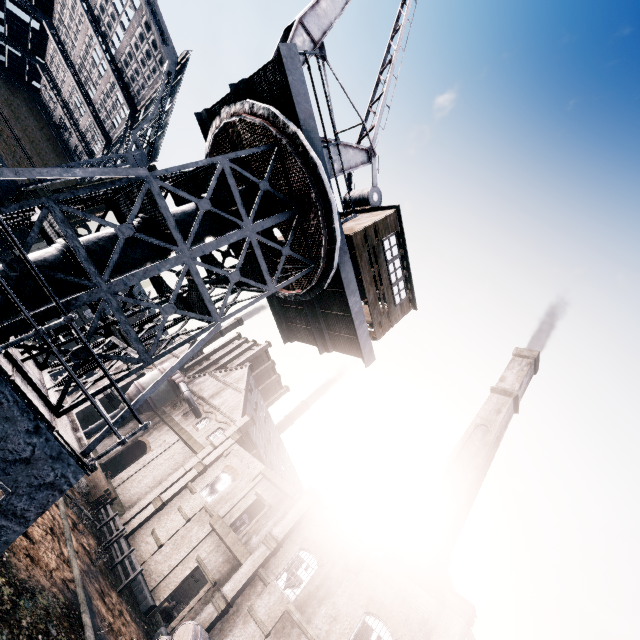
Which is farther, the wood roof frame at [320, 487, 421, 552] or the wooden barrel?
the wood roof frame at [320, 487, 421, 552]

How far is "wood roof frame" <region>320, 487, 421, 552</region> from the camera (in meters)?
33.12

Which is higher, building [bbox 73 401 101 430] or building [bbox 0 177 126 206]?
building [bbox 0 177 126 206]

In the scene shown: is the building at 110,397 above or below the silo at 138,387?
below

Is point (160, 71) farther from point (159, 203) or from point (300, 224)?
point (159, 203)

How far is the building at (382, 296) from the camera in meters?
12.1 m

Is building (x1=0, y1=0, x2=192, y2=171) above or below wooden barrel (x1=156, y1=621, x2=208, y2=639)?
above

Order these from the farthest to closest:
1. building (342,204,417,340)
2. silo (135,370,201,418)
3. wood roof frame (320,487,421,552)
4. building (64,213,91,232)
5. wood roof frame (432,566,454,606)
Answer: silo (135,370,201,418) < wood roof frame (320,487,421,552) < building (64,213,91,232) < wood roof frame (432,566,454,606) < building (342,204,417,340)
